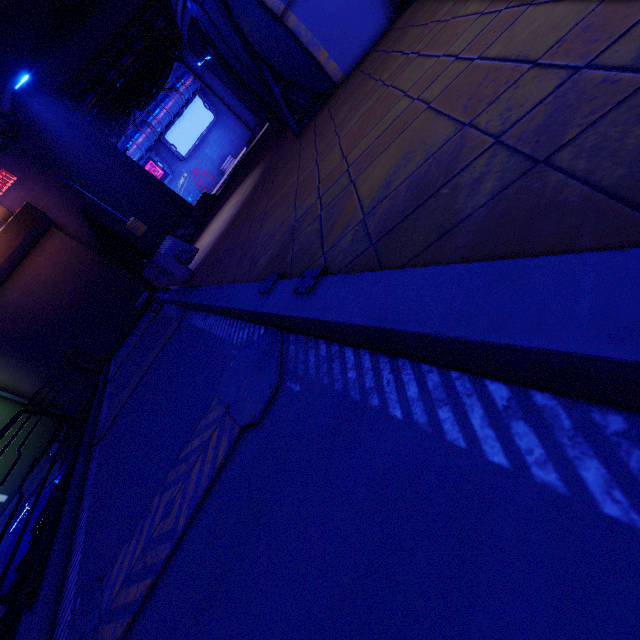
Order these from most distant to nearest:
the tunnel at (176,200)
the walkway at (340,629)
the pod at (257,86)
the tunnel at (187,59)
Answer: the tunnel at (187,59), the tunnel at (176,200), the pod at (257,86), the walkway at (340,629)

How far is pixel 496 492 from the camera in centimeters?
98cm

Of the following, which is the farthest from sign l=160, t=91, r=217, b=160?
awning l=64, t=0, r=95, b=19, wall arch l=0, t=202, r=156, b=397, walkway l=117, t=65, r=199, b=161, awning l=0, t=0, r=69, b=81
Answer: wall arch l=0, t=202, r=156, b=397

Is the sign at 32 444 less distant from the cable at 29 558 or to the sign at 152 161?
the cable at 29 558

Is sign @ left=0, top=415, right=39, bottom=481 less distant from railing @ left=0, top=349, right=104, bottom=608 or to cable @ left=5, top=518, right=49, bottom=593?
cable @ left=5, top=518, right=49, bottom=593

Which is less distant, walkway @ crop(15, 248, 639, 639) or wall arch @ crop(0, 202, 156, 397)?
walkway @ crop(15, 248, 639, 639)

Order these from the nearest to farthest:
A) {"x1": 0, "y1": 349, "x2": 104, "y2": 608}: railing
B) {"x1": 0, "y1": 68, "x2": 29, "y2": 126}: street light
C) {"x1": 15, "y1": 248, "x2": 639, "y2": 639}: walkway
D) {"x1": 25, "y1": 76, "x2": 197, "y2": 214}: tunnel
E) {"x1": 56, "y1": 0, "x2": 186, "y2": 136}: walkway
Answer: {"x1": 15, "y1": 248, "x2": 639, "y2": 639}: walkway → {"x1": 0, "y1": 349, "x2": 104, "y2": 608}: railing → {"x1": 0, "y1": 68, "x2": 29, "y2": 126}: street light → {"x1": 25, "y1": 76, "x2": 197, "y2": 214}: tunnel → {"x1": 56, "y1": 0, "x2": 186, "y2": 136}: walkway

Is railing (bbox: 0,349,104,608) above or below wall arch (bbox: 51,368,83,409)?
below
